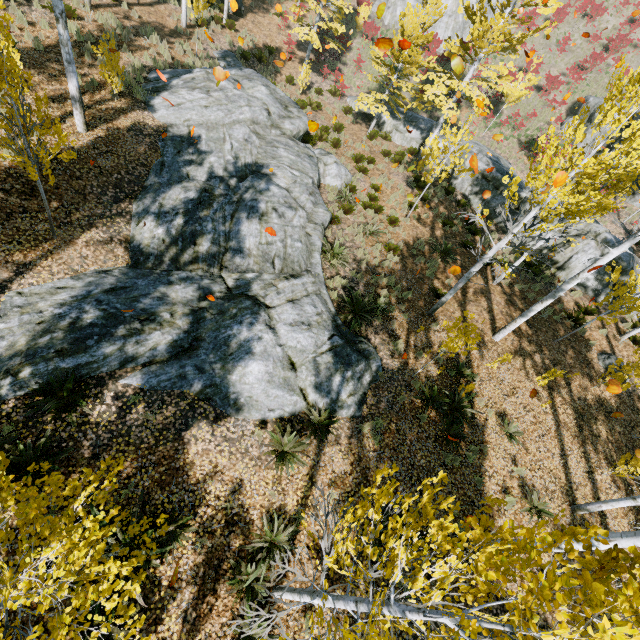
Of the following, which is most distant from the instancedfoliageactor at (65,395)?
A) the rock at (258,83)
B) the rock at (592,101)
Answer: the rock at (592,101)

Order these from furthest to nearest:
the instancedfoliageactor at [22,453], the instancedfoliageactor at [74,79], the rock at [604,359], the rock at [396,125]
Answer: the rock at [396,125], the rock at [604,359], the instancedfoliageactor at [74,79], the instancedfoliageactor at [22,453]

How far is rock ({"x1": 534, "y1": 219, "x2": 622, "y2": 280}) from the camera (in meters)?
14.79

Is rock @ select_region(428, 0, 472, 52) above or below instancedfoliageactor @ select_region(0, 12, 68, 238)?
above

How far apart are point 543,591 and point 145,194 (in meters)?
11.10

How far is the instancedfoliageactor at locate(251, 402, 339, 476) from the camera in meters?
6.7

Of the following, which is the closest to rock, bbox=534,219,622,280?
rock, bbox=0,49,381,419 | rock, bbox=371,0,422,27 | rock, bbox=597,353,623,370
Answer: rock, bbox=597,353,623,370

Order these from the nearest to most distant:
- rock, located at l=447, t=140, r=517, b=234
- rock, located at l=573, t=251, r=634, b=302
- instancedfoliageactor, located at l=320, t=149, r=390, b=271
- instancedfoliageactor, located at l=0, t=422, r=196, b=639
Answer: instancedfoliageactor, located at l=0, t=422, r=196, b=639 → instancedfoliageactor, located at l=320, t=149, r=390, b=271 → rock, located at l=573, t=251, r=634, b=302 → rock, located at l=447, t=140, r=517, b=234
